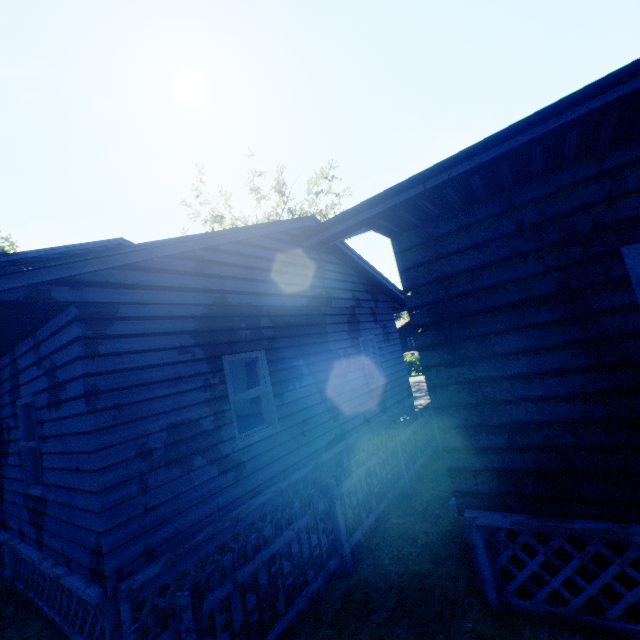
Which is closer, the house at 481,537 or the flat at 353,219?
the flat at 353,219

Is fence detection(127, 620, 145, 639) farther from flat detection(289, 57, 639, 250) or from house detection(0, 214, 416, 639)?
flat detection(289, 57, 639, 250)

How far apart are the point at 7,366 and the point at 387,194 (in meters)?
7.60

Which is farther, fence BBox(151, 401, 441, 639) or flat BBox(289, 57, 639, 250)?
fence BBox(151, 401, 441, 639)

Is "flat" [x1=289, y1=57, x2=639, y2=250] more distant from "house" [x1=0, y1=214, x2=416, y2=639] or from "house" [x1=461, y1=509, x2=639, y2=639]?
"house" [x1=461, y1=509, x2=639, y2=639]

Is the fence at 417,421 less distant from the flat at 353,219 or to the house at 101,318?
the house at 101,318

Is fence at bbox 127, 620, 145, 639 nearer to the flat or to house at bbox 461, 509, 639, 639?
house at bbox 461, 509, 639, 639

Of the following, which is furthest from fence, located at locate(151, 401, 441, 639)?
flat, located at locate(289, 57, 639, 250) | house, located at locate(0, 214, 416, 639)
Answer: flat, located at locate(289, 57, 639, 250)
